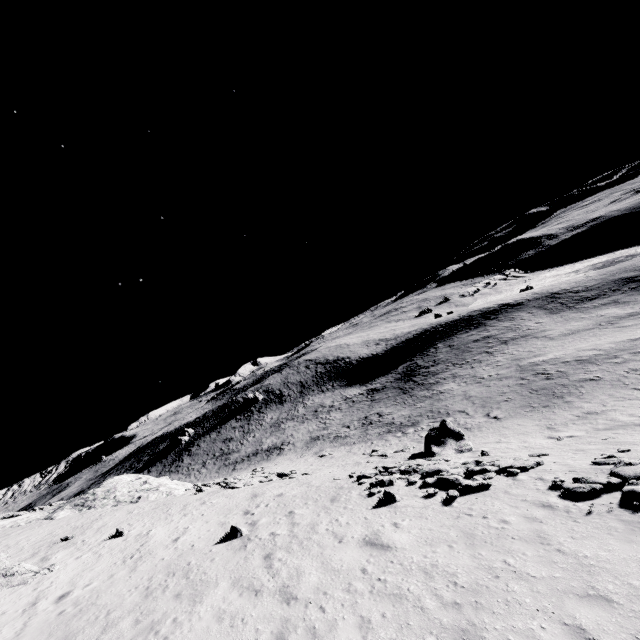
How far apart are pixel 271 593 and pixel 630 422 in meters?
21.7

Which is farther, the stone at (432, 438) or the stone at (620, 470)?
the stone at (432, 438)

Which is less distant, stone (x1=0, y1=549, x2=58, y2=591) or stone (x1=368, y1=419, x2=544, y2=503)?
stone (x1=0, y1=549, x2=58, y2=591)

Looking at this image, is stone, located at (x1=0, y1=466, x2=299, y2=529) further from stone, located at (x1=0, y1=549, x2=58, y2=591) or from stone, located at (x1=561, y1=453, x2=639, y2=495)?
stone, located at (x1=561, y1=453, x2=639, y2=495)

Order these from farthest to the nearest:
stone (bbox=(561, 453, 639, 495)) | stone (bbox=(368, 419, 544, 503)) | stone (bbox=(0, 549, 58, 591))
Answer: stone (bbox=(368, 419, 544, 503))
stone (bbox=(0, 549, 58, 591))
stone (bbox=(561, 453, 639, 495))

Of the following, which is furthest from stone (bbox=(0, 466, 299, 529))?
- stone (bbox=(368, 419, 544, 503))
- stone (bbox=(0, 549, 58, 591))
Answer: stone (bbox=(368, 419, 544, 503))

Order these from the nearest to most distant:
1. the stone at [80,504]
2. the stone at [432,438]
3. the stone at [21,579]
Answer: the stone at [21,579]
the stone at [432,438]
the stone at [80,504]

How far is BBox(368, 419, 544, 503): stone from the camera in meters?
13.8
